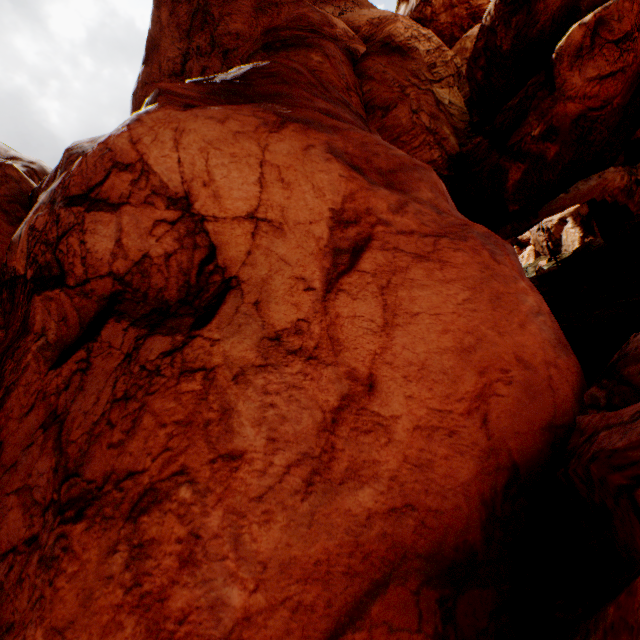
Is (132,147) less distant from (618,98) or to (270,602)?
(270,602)
